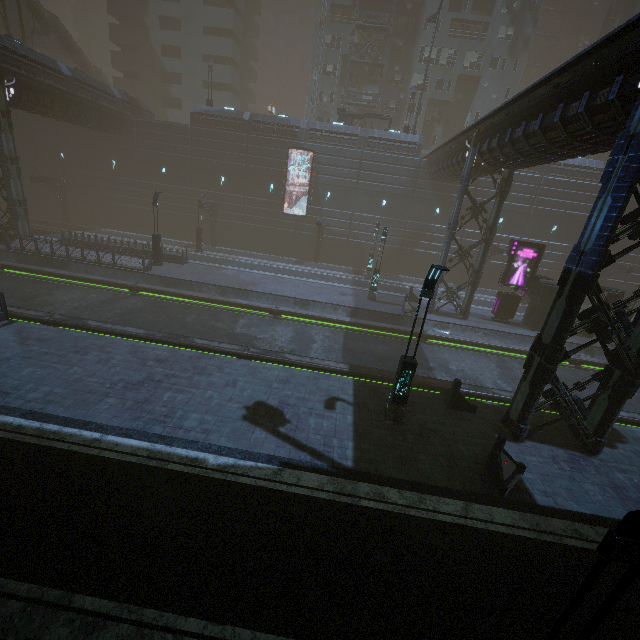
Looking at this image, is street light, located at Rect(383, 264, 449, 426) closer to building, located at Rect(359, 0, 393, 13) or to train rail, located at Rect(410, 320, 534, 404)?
train rail, located at Rect(410, 320, 534, 404)

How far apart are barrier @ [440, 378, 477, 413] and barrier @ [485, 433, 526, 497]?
2.8m

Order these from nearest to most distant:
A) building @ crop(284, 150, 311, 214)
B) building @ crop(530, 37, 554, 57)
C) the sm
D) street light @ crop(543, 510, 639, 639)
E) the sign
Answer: street light @ crop(543, 510, 639, 639)
the sign
the sm
building @ crop(284, 150, 311, 214)
building @ crop(530, 37, 554, 57)

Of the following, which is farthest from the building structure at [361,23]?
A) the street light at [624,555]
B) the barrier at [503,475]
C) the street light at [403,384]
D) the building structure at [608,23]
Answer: the street light at [624,555]

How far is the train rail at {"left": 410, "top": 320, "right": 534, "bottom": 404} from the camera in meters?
15.1 m

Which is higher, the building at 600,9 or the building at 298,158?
the building at 600,9

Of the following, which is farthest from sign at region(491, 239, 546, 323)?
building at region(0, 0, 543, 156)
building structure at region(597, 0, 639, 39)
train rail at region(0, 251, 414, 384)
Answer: building structure at region(597, 0, 639, 39)

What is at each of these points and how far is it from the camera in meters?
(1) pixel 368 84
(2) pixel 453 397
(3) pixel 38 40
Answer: (1) building, 41.1 m
(2) barrier, 12.2 m
(3) stairs, 39.1 m
